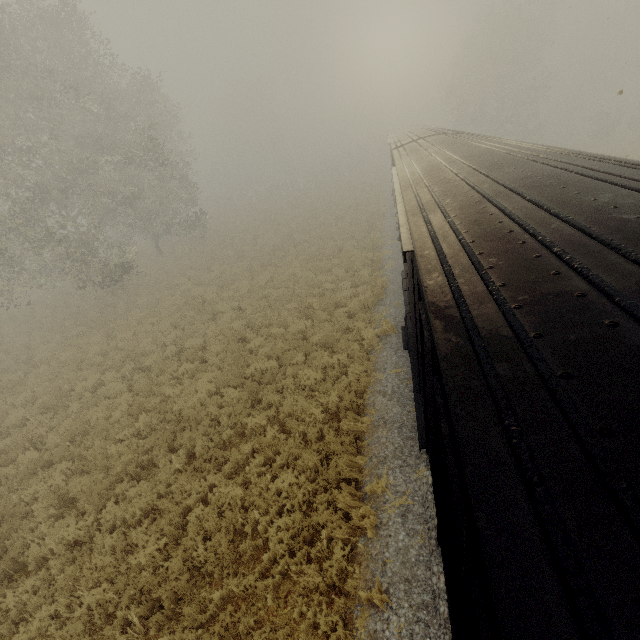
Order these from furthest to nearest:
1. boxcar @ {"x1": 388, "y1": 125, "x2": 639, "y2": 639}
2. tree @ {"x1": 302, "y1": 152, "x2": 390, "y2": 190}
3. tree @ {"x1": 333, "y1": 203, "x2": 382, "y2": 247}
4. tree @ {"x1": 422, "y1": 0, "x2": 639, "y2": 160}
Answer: tree @ {"x1": 302, "y1": 152, "x2": 390, "y2": 190} < tree @ {"x1": 422, "y1": 0, "x2": 639, "y2": 160} < tree @ {"x1": 333, "y1": 203, "x2": 382, "y2": 247} < boxcar @ {"x1": 388, "y1": 125, "x2": 639, "y2": 639}

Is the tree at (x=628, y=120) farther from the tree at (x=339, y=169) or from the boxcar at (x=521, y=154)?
the boxcar at (x=521, y=154)

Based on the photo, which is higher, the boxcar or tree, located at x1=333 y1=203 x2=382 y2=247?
the boxcar

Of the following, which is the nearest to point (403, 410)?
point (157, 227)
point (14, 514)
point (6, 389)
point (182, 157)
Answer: point (14, 514)

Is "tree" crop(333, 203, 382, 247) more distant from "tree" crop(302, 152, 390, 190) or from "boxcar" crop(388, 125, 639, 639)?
"boxcar" crop(388, 125, 639, 639)

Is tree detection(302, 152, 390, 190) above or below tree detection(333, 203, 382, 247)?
above
